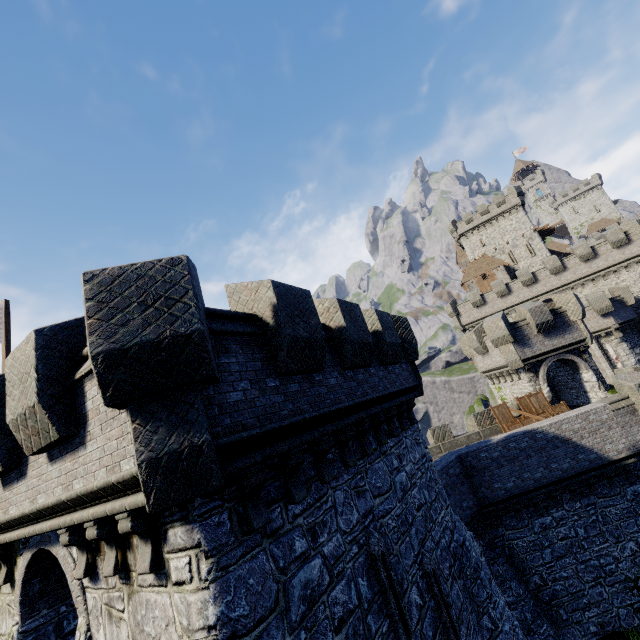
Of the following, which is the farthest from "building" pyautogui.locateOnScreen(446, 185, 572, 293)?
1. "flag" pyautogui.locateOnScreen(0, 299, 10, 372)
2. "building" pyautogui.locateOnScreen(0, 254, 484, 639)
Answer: "flag" pyautogui.locateOnScreen(0, 299, 10, 372)

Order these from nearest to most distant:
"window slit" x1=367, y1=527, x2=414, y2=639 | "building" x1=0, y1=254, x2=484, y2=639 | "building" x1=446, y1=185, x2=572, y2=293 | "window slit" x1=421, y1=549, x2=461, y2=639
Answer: "building" x1=0, y1=254, x2=484, y2=639 < "window slit" x1=367, y1=527, x2=414, y2=639 < "window slit" x1=421, y1=549, x2=461, y2=639 < "building" x1=446, y1=185, x2=572, y2=293

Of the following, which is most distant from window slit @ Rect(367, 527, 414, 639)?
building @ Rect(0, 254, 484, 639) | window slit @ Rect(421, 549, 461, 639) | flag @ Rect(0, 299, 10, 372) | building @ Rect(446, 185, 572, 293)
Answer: building @ Rect(446, 185, 572, 293)

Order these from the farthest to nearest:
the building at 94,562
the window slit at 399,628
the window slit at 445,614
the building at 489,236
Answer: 1. the building at 489,236
2. the window slit at 445,614
3. the window slit at 399,628
4. the building at 94,562

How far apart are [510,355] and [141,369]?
23.8 meters

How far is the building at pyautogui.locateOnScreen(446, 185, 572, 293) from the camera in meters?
49.5 m

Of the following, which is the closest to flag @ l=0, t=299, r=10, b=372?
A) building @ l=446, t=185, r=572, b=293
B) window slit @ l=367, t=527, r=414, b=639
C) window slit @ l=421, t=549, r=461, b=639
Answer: window slit @ l=367, t=527, r=414, b=639

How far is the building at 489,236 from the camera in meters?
49.5
